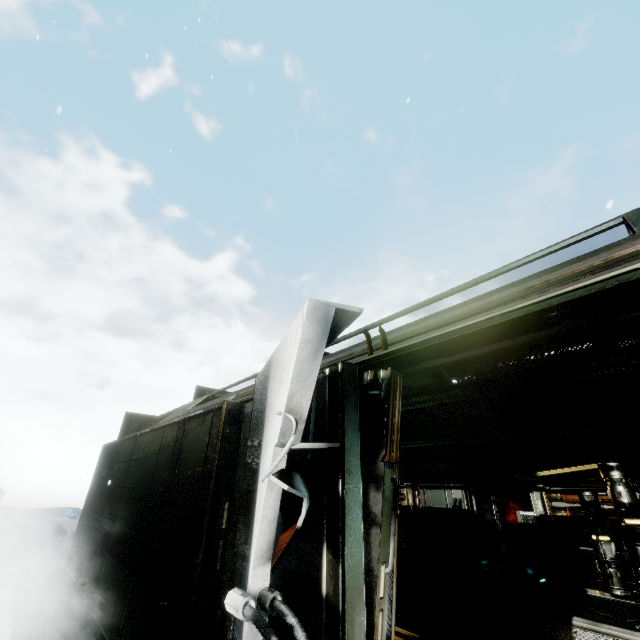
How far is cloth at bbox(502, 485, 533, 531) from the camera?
9.3m

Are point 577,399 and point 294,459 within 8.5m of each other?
yes

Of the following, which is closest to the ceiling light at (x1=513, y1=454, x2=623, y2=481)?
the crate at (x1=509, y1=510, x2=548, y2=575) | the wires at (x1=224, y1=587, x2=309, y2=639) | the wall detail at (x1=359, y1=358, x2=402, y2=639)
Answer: the crate at (x1=509, y1=510, x2=548, y2=575)

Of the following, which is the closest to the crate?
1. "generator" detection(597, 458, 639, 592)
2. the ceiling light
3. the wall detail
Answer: the ceiling light

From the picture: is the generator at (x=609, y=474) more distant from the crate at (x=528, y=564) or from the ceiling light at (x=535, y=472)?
the crate at (x=528, y=564)

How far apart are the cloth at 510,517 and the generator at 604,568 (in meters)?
3.37

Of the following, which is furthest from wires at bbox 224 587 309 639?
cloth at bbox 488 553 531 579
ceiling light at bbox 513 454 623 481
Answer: cloth at bbox 488 553 531 579

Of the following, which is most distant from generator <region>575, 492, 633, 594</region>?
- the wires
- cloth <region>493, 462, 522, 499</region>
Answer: the wires
